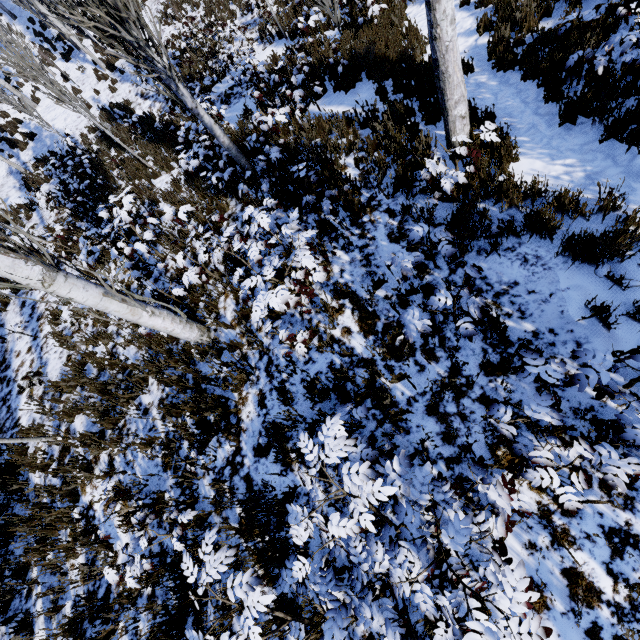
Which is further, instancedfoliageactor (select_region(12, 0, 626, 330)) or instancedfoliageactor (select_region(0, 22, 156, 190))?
instancedfoliageactor (select_region(0, 22, 156, 190))

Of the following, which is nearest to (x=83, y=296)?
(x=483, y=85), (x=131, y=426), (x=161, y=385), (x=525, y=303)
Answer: (x=161, y=385)

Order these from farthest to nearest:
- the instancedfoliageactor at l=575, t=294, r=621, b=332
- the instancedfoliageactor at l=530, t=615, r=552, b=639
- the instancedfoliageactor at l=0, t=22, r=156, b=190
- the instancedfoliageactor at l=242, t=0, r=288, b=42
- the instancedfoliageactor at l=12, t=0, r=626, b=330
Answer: the instancedfoliageactor at l=242, t=0, r=288, b=42
the instancedfoliageactor at l=0, t=22, r=156, b=190
the instancedfoliageactor at l=12, t=0, r=626, b=330
the instancedfoliageactor at l=575, t=294, r=621, b=332
the instancedfoliageactor at l=530, t=615, r=552, b=639

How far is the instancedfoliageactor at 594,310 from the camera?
3.1m

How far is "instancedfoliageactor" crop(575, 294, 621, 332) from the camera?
3.1 meters

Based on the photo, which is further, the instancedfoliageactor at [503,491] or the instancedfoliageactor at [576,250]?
the instancedfoliageactor at [576,250]

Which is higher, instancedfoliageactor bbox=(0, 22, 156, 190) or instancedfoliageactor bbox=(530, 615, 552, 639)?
instancedfoliageactor bbox=(530, 615, 552, 639)
